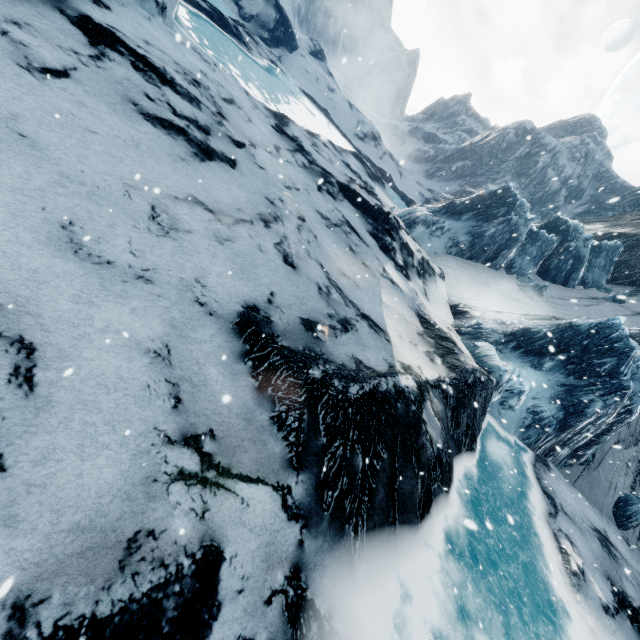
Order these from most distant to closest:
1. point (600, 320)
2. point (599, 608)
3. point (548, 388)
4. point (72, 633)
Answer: point (600, 320) → point (548, 388) → point (599, 608) → point (72, 633)
